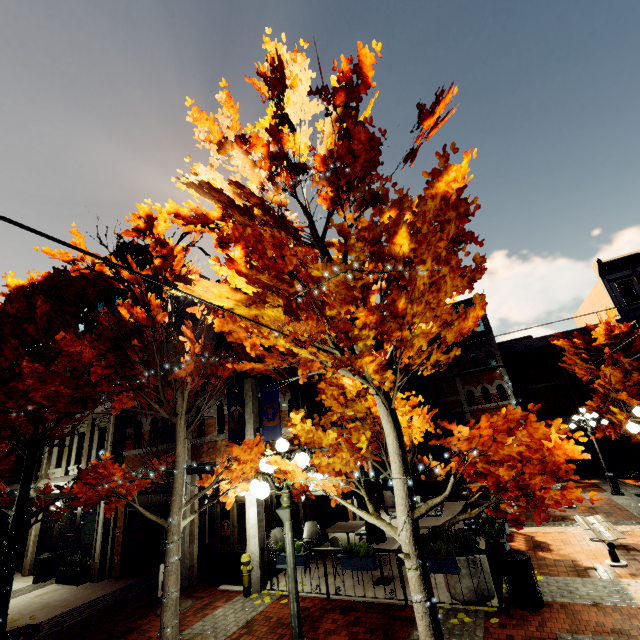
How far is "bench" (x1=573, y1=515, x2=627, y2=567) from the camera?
7.7m

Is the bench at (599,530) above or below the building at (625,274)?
below

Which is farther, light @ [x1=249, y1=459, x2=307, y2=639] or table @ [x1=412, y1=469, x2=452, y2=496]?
table @ [x1=412, y1=469, x2=452, y2=496]

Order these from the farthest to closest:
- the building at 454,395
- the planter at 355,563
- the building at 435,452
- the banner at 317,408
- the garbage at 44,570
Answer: the building at 435,452
the building at 454,395
the banner at 317,408
the garbage at 44,570
the planter at 355,563

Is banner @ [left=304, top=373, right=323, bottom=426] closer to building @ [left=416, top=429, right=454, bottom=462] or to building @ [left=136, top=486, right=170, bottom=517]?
building @ [left=136, top=486, right=170, bottom=517]

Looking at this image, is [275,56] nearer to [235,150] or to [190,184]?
[235,150]

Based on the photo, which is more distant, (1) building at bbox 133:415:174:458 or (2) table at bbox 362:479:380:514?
(1) building at bbox 133:415:174:458

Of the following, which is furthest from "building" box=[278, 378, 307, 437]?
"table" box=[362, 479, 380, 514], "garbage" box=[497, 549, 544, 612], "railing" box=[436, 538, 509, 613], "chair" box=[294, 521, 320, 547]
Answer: "garbage" box=[497, 549, 544, 612]
